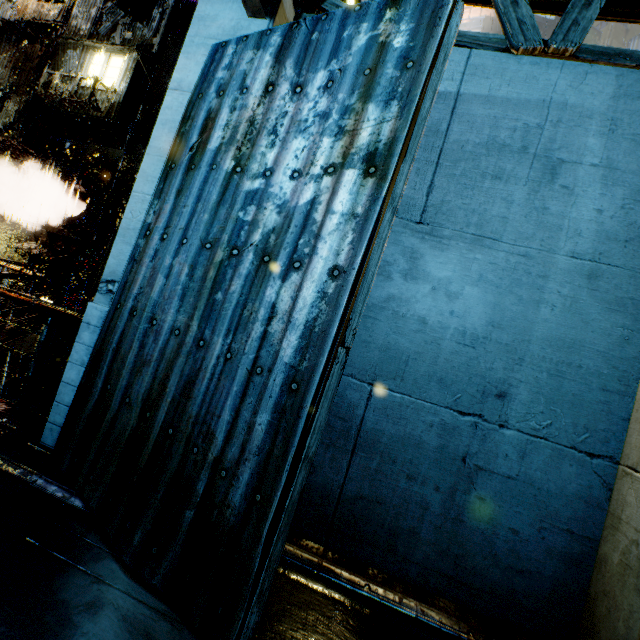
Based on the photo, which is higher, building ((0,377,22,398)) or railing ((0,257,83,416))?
railing ((0,257,83,416))

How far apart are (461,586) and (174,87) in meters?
6.7 m

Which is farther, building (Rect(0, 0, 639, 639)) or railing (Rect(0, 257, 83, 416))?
railing (Rect(0, 257, 83, 416))

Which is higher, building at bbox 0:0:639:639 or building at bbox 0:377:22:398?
building at bbox 0:0:639:639

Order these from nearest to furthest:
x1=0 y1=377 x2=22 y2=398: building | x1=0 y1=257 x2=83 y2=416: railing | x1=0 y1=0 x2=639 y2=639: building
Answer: x1=0 y1=0 x2=639 y2=639: building
x1=0 y1=257 x2=83 y2=416: railing
x1=0 y1=377 x2=22 y2=398: building

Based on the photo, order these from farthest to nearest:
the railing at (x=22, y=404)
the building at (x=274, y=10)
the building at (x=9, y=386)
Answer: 1. the building at (x=9, y=386)
2. the railing at (x=22, y=404)
3. the building at (x=274, y=10)

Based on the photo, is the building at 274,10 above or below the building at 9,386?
above
